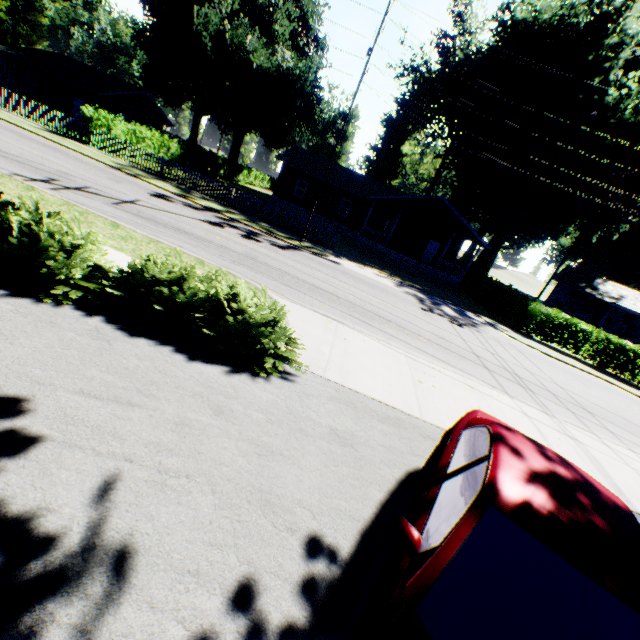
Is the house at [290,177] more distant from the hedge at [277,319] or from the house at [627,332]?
the hedge at [277,319]

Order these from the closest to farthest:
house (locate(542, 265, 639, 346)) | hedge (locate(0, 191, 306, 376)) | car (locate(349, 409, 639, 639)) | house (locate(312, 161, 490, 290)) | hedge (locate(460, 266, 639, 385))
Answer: car (locate(349, 409, 639, 639)) → hedge (locate(0, 191, 306, 376)) → hedge (locate(460, 266, 639, 385)) → house (locate(312, 161, 490, 290)) → house (locate(542, 265, 639, 346))

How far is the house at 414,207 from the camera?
27.6 meters

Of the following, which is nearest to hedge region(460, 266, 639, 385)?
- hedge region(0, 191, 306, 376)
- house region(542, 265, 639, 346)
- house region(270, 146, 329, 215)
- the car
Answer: house region(270, 146, 329, 215)

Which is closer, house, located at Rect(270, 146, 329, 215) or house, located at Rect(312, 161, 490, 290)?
house, located at Rect(312, 161, 490, 290)

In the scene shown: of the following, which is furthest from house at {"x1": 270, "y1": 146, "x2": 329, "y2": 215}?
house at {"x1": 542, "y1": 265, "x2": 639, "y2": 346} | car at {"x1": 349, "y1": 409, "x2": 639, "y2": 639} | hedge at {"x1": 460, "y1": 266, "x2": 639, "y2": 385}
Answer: car at {"x1": 349, "y1": 409, "x2": 639, "y2": 639}

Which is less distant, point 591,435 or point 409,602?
point 409,602

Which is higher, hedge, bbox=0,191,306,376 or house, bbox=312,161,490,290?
house, bbox=312,161,490,290
